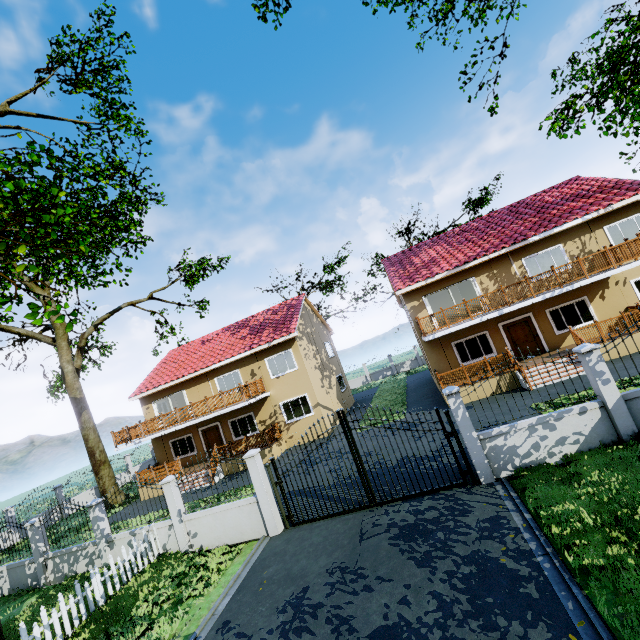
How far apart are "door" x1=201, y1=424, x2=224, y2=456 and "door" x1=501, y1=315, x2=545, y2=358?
18.6 meters

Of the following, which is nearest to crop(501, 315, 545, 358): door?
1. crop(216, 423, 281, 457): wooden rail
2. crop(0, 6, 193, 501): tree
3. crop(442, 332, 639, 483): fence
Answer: crop(442, 332, 639, 483): fence

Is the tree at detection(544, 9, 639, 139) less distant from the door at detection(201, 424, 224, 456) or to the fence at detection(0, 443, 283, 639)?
the fence at detection(0, 443, 283, 639)

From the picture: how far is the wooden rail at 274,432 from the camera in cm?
1891

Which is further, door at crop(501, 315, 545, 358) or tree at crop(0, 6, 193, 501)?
door at crop(501, 315, 545, 358)

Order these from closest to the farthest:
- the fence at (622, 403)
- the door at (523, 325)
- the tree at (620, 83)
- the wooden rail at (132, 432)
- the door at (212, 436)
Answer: the fence at (622, 403), the tree at (620, 83), the door at (523, 325), the wooden rail at (132, 432), the door at (212, 436)

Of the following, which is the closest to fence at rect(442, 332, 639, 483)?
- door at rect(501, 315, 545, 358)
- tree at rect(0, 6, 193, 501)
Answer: tree at rect(0, 6, 193, 501)

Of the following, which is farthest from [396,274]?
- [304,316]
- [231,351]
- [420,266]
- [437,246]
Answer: [231,351]
